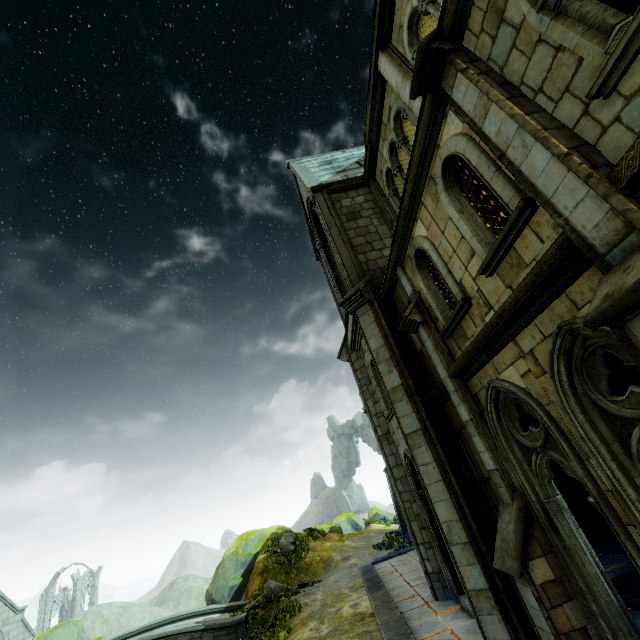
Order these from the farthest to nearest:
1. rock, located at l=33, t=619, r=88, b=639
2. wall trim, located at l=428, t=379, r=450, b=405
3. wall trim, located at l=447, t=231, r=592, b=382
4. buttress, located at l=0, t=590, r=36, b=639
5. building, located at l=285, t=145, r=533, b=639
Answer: buttress, located at l=0, t=590, r=36, b=639
rock, located at l=33, t=619, r=88, b=639
wall trim, located at l=428, t=379, r=450, b=405
building, located at l=285, t=145, r=533, b=639
wall trim, located at l=447, t=231, r=592, b=382

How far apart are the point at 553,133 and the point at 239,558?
27.55m

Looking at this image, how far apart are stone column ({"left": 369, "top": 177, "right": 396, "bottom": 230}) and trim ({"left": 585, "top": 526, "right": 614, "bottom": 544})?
10.78m

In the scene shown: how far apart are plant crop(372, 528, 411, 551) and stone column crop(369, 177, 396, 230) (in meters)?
19.10

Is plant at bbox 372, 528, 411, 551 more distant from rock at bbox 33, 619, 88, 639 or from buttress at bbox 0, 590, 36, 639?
buttress at bbox 0, 590, 36, 639

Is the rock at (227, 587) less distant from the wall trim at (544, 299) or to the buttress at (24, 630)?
the buttress at (24, 630)

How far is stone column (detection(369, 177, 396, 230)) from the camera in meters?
11.8

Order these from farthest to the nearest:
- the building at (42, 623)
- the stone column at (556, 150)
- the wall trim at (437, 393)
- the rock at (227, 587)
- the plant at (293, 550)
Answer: the building at (42, 623)
the rock at (227, 587)
the plant at (293, 550)
the wall trim at (437, 393)
the stone column at (556, 150)
